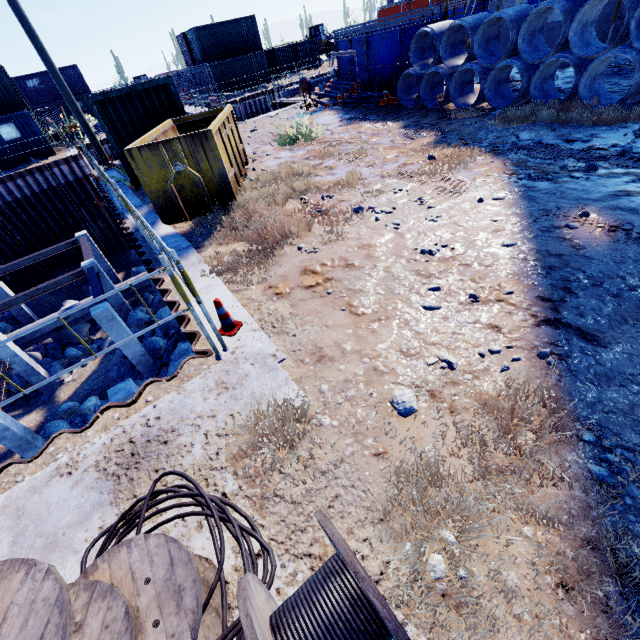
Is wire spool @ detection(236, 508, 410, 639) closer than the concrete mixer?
Yes

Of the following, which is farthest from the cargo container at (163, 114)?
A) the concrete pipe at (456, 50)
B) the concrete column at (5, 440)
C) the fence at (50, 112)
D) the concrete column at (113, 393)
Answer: the fence at (50, 112)

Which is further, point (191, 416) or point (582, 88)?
point (582, 88)

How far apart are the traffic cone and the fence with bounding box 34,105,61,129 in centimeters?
4907cm

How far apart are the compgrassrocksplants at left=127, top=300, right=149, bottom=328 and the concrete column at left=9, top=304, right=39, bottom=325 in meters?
6.9

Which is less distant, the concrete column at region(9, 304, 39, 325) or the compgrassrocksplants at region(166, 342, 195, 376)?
the compgrassrocksplants at region(166, 342, 195, 376)

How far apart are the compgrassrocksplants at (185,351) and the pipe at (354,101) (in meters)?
11.91

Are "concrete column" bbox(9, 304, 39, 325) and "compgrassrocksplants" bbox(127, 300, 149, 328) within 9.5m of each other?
yes
